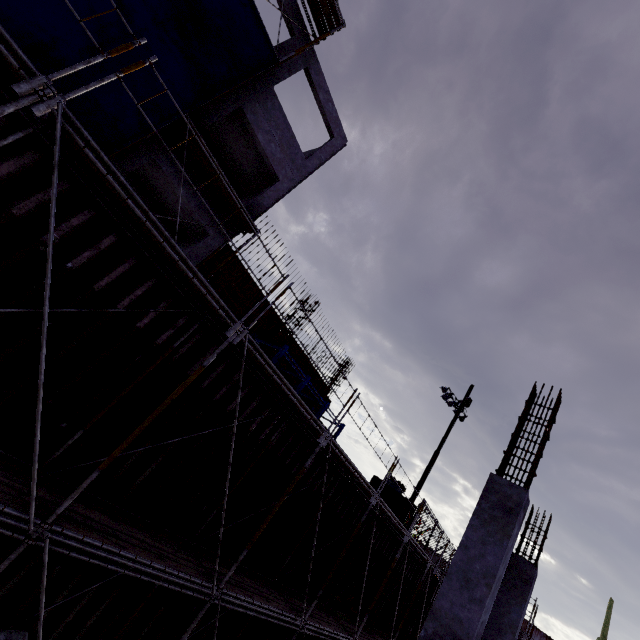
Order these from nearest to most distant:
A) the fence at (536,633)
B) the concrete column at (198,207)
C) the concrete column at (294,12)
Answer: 1. the concrete column at (198,207)
2. the concrete column at (294,12)
3. the fence at (536,633)

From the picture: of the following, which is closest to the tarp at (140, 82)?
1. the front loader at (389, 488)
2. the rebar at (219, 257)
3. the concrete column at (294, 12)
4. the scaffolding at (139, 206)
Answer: the concrete column at (294, 12)

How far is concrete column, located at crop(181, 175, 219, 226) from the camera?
11.1m

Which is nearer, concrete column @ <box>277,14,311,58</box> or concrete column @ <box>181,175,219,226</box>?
concrete column @ <box>181,175,219,226</box>

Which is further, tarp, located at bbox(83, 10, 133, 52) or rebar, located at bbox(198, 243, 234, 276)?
rebar, located at bbox(198, 243, 234, 276)

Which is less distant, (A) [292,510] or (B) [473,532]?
(B) [473,532]

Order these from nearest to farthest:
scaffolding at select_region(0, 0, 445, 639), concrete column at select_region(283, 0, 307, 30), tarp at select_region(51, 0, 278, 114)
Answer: scaffolding at select_region(0, 0, 445, 639) < tarp at select_region(51, 0, 278, 114) < concrete column at select_region(283, 0, 307, 30)

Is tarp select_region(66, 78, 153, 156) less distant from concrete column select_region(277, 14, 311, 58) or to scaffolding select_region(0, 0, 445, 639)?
concrete column select_region(277, 14, 311, 58)
